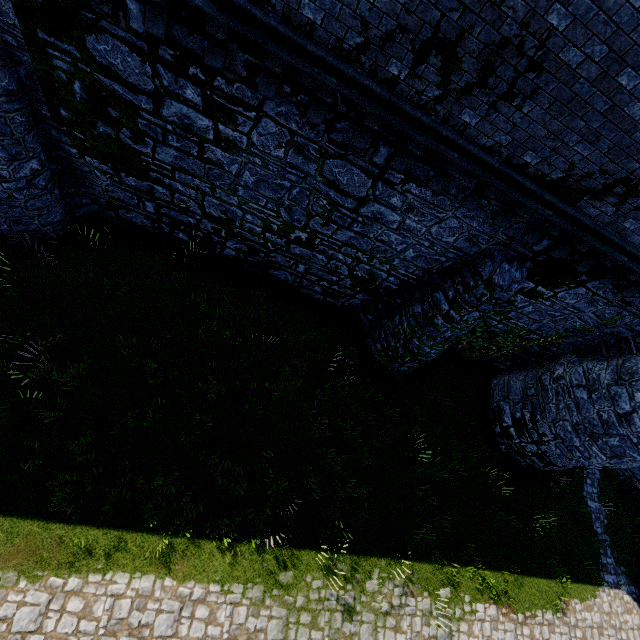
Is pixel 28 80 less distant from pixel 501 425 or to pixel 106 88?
pixel 106 88
